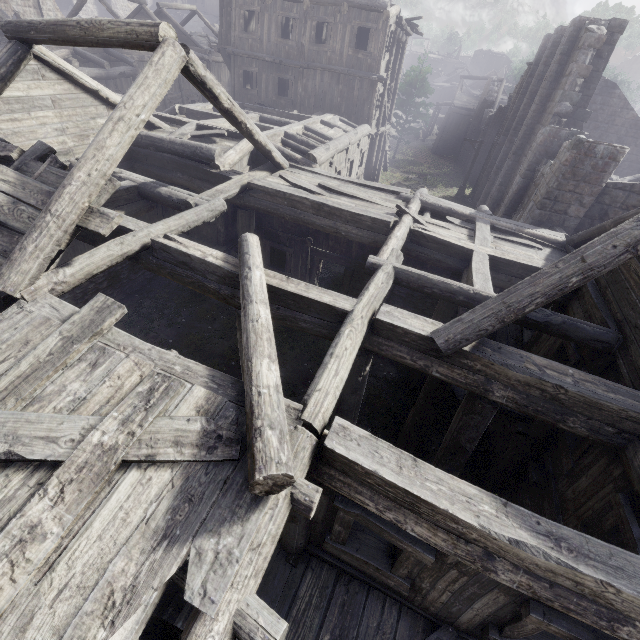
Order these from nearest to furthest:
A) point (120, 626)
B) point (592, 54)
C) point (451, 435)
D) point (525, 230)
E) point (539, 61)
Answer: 1. point (120, 626)
2. point (451, 435)
3. point (525, 230)
4. point (592, 54)
5. point (539, 61)

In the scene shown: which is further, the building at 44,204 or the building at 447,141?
the building at 447,141

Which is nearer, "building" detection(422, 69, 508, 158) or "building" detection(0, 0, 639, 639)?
"building" detection(0, 0, 639, 639)

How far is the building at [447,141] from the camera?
38.0 meters

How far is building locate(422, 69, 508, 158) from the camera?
38.00m
